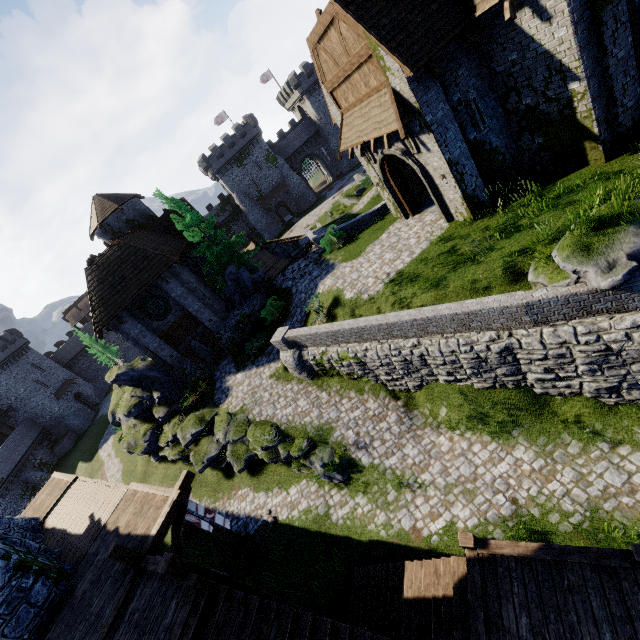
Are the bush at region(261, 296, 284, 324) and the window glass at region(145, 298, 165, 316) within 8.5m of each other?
yes

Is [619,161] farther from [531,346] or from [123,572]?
[123,572]

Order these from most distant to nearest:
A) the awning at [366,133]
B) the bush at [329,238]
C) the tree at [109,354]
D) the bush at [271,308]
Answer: the tree at [109,354] < the bush at [271,308] < the bush at [329,238] < the awning at [366,133]

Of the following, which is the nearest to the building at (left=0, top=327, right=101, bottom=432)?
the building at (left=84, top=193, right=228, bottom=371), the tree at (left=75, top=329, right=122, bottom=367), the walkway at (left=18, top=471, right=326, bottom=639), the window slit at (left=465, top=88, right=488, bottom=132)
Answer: the tree at (left=75, top=329, right=122, bottom=367)

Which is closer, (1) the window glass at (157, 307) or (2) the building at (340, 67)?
(2) the building at (340, 67)

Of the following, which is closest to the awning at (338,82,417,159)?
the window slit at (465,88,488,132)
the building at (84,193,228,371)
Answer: the window slit at (465,88,488,132)

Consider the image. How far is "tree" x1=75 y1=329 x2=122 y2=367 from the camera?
51.1m

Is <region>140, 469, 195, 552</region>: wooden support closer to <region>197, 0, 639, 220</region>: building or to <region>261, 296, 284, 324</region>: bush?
<region>261, 296, 284, 324</region>: bush
